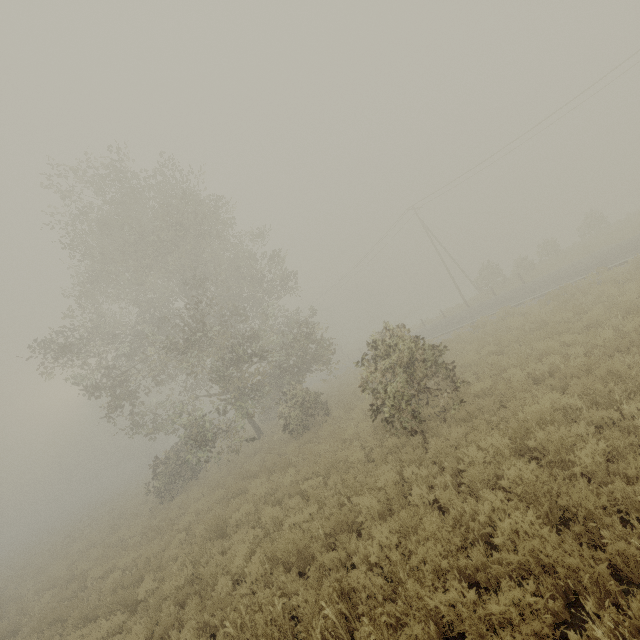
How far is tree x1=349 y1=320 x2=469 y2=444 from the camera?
9.20m

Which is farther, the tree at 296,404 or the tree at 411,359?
the tree at 296,404

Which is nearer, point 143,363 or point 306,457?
point 306,457

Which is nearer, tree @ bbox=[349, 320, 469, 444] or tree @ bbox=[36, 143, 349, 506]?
tree @ bbox=[349, 320, 469, 444]

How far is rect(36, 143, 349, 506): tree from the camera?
16.3 meters

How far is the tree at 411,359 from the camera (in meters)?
9.20
